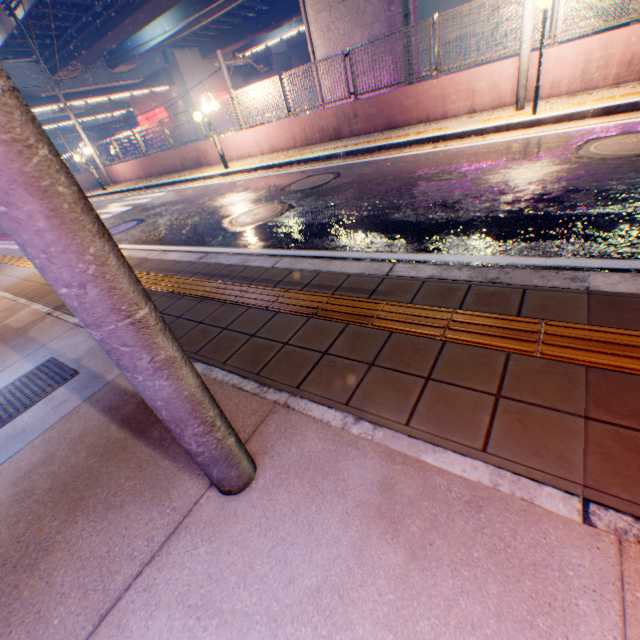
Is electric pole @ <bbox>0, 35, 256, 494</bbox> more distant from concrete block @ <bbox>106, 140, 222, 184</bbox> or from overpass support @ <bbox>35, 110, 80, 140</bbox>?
overpass support @ <bbox>35, 110, 80, 140</bbox>

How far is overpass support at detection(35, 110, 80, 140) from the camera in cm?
3728

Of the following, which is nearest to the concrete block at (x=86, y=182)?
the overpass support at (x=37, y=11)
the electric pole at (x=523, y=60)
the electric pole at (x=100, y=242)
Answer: the electric pole at (x=523, y=60)

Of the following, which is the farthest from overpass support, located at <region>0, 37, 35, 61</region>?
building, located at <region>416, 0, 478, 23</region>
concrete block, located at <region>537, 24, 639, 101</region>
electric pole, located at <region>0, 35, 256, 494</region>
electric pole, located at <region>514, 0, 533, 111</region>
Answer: electric pole, located at <region>0, 35, 256, 494</region>

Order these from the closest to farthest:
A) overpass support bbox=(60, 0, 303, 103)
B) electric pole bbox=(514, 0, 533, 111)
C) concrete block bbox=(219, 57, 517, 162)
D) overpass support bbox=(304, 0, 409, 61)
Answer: electric pole bbox=(514, 0, 533, 111) < concrete block bbox=(219, 57, 517, 162) < overpass support bbox=(304, 0, 409, 61) < overpass support bbox=(60, 0, 303, 103)

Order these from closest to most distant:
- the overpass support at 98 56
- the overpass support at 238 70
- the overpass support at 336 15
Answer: the overpass support at 336 15 < the overpass support at 98 56 < the overpass support at 238 70

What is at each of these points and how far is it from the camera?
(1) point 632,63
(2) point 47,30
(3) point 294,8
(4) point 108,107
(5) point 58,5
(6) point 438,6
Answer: (1) concrete block, 6.67m
(2) overpass support, 21.77m
(3) overpass support, 28.88m
(4) overpass support, 43.25m
(5) overpass support, 19.17m
(6) building, 39.34m
